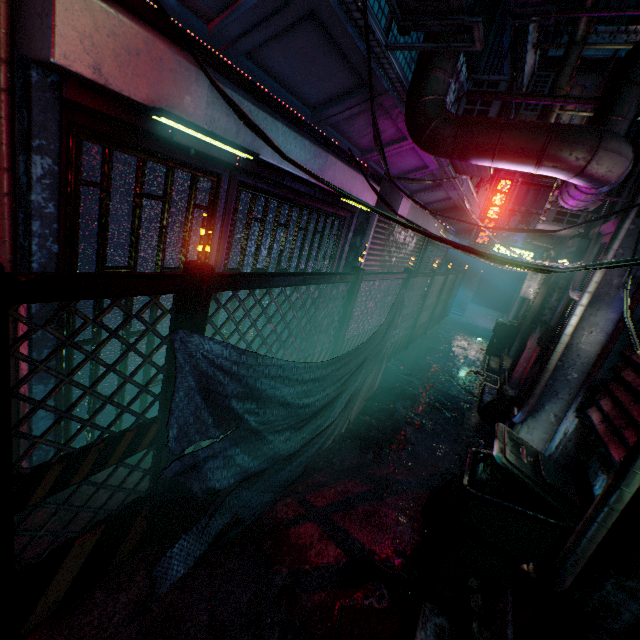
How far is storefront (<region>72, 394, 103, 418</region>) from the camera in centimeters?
221cm

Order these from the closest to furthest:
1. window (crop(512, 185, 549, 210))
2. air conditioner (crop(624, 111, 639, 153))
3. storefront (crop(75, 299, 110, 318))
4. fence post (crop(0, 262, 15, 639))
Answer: fence post (crop(0, 262, 15, 639)) → storefront (crop(75, 299, 110, 318)) → air conditioner (crop(624, 111, 639, 153)) → window (crop(512, 185, 549, 210))

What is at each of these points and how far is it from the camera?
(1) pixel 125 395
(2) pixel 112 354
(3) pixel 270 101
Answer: (1) storefront, 3.0m
(2) storefront, 2.7m
(3) storefront, 2.4m

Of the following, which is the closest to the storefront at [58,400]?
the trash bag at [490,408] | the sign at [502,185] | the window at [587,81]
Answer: the trash bag at [490,408]

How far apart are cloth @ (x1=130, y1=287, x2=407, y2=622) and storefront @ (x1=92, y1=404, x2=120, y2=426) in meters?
1.2 m

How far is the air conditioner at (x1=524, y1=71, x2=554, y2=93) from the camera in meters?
7.7

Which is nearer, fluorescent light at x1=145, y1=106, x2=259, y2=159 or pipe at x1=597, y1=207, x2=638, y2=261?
fluorescent light at x1=145, y1=106, x2=259, y2=159

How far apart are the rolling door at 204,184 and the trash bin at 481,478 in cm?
264
